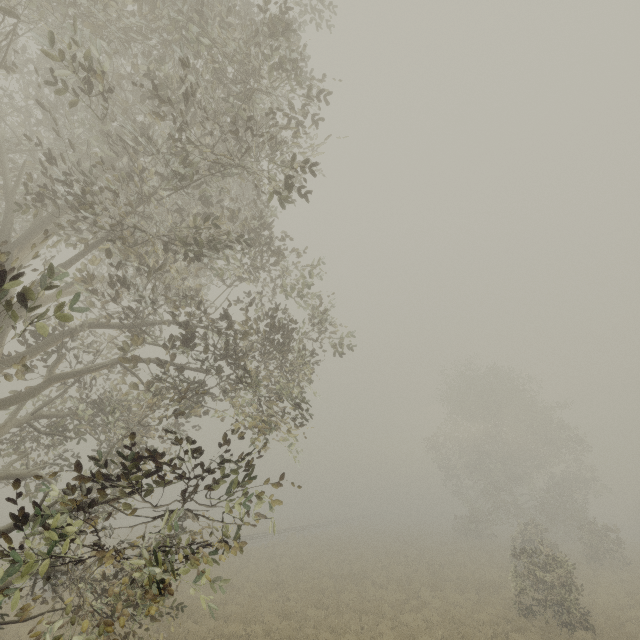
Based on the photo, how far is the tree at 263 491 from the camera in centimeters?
552cm

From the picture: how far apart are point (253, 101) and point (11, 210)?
6.3m

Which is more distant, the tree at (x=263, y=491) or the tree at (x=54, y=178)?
the tree at (x=263, y=491)

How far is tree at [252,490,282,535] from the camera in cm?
552

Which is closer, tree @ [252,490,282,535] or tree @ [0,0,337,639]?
tree @ [0,0,337,639]
